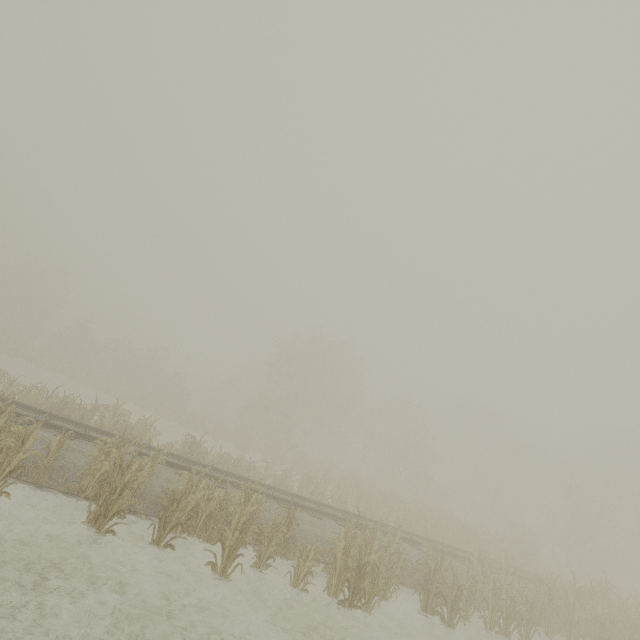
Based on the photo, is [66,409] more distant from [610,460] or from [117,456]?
[610,460]

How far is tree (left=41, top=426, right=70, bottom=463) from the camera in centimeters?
794cm

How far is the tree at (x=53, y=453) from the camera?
7.94m
